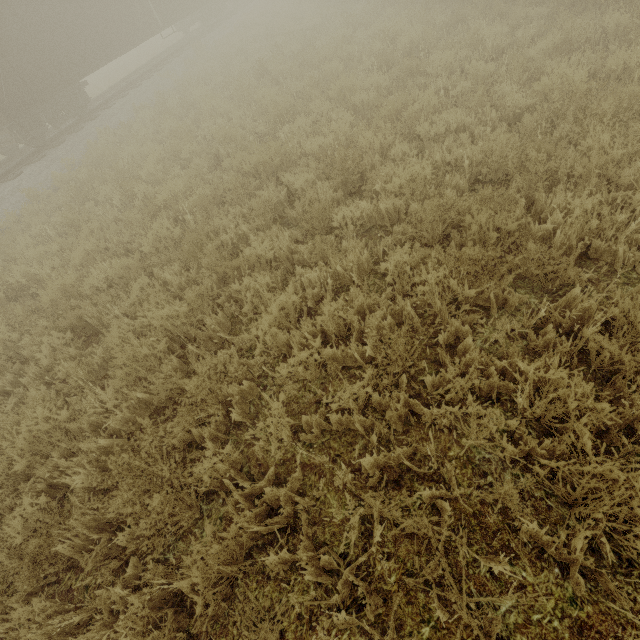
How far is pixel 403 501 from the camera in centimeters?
220cm
